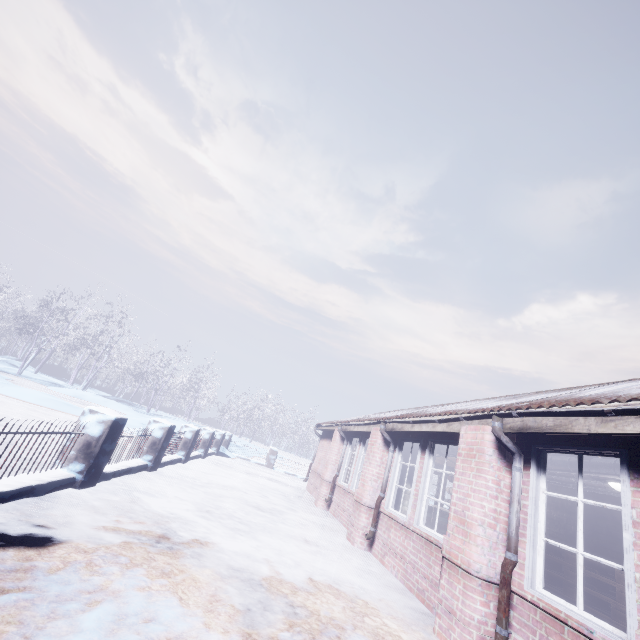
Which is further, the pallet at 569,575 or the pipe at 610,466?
the pallet at 569,575

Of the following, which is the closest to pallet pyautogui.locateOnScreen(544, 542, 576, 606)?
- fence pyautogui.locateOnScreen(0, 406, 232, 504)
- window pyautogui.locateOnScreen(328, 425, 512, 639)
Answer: window pyautogui.locateOnScreen(328, 425, 512, 639)

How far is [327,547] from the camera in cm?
531

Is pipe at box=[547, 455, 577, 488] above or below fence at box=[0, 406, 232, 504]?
above

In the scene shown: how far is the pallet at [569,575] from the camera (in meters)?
4.37

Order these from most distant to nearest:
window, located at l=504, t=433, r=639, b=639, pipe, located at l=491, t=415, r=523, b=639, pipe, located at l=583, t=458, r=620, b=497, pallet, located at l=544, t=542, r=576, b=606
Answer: pallet, located at l=544, t=542, r=576, b=606 → pipe, located at l=583, t=458, r=620, b=497 → pipe, located at l=491, t=415, r=523, b=639 → window, located at l=504, t=433, r=639, b=639

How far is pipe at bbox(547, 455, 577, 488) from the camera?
3.9 meters

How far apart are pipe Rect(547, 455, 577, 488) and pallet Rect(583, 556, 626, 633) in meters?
1.0 m
